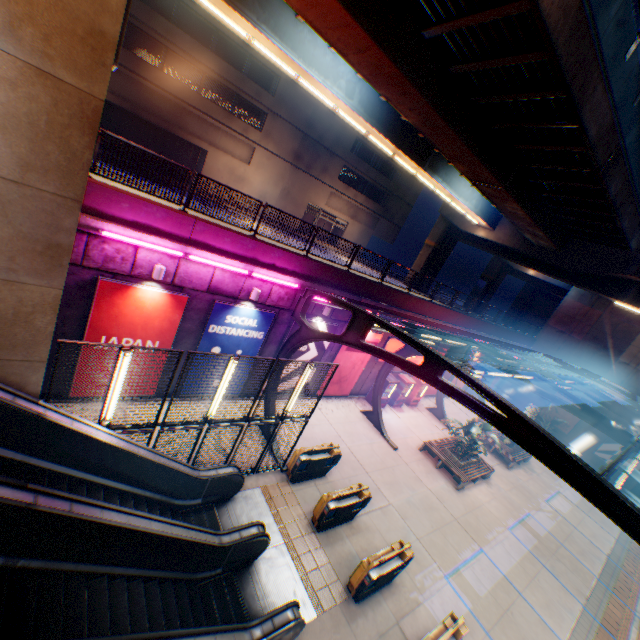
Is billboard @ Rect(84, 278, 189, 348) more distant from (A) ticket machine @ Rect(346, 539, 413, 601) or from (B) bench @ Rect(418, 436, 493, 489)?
(B) bench @ Rect(418, 436, 493, 489)

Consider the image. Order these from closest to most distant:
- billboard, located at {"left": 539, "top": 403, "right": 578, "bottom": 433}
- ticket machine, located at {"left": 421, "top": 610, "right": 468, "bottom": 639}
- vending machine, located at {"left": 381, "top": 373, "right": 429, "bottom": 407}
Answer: ticket machine, located at {"left": 421, "top": 610, "right": 468, "bottom": 639}, vending machine, located at {"left": 381, "top": 373, "right": 429, "bottom": 407}, billboard, located at {"left": 539, "top": 403, "right": 578, "bottom": 433}

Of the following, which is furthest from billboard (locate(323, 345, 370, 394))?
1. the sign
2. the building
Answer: the building

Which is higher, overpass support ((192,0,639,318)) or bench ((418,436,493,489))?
overpass support ((192,0,639,318))

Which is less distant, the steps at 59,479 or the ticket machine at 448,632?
the steps at 59,479

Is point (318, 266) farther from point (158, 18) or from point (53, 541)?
point (158, 18)

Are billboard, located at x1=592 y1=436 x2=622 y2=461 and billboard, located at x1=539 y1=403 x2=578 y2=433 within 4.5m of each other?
yes

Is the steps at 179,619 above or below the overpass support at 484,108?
below
